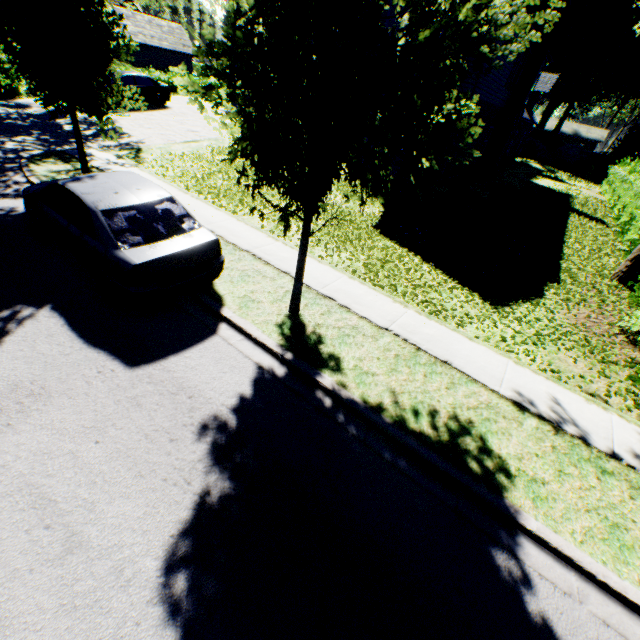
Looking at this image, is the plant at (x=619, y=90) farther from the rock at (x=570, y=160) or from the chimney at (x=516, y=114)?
the chimney at (x=516, y=114)

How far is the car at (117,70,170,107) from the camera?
18.02m

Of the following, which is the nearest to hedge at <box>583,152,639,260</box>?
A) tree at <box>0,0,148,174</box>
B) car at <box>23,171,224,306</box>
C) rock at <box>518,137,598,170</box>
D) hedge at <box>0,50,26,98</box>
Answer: tree at <box>0,0,148,174</box>

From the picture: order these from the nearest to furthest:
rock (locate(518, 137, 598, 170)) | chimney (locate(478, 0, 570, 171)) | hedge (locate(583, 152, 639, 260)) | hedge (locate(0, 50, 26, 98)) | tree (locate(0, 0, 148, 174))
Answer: tree (locate(0, 0, 148, 174)), hedge (locate(583, 152, 639, 260)), hedge (locate(0, 50, 26, 98)), chimney (locate(478, 0, 570, 171)), rock (locate(518, 137, 598, 170))

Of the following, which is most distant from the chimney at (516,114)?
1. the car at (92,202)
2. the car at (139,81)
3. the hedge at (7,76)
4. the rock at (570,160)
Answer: the hedge at (7,76)

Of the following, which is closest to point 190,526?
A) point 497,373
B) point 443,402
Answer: point 443,402

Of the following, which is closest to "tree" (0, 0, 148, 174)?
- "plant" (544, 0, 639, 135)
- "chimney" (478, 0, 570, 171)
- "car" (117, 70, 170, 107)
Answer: "plant" (544, 0, 639, 135)

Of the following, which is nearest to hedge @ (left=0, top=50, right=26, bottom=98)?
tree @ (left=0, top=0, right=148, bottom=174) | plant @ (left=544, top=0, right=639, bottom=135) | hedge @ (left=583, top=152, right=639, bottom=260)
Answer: tree @ (left=0, top=0, right=148, bottom=174)
